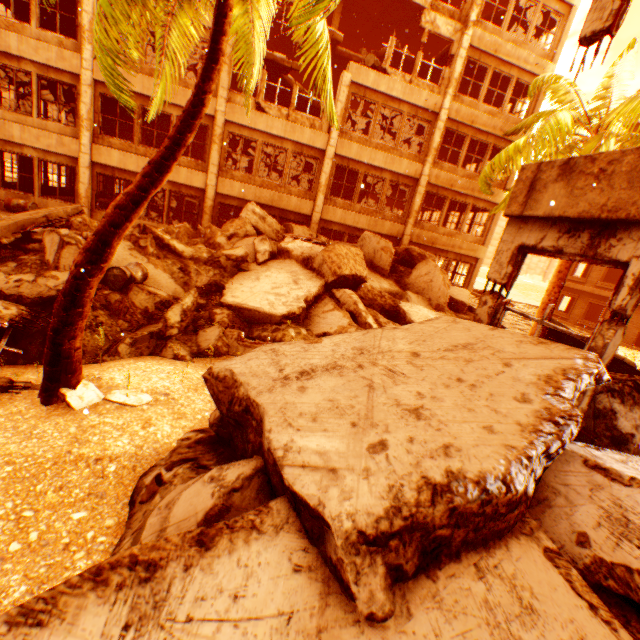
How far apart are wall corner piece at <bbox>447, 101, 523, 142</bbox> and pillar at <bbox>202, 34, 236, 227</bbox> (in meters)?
9.98

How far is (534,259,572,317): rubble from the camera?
11.0m

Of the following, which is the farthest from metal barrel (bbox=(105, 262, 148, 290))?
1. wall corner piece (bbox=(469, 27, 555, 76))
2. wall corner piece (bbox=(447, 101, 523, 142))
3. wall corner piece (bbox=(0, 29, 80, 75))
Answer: wall corner piece (bbox=(469, 27, 555, 76))

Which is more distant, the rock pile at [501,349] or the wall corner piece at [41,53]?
the wall corner piece at [41,53]

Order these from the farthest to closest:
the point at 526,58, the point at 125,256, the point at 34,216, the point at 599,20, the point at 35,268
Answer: the point at 526,58, the point at 34,216, the point at 125,256, the point at 35,268, the point at 599,20

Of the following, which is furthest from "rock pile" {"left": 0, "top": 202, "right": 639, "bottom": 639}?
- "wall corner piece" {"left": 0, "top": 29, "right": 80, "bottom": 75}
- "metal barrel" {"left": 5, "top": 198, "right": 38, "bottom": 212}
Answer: "wall corner piece" {"left": 0, "top": 29, "right": 80, "bottom": 75}

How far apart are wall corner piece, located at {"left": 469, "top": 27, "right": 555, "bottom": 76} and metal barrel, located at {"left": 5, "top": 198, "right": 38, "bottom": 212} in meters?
20.2

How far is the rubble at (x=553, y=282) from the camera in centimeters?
1097cm
